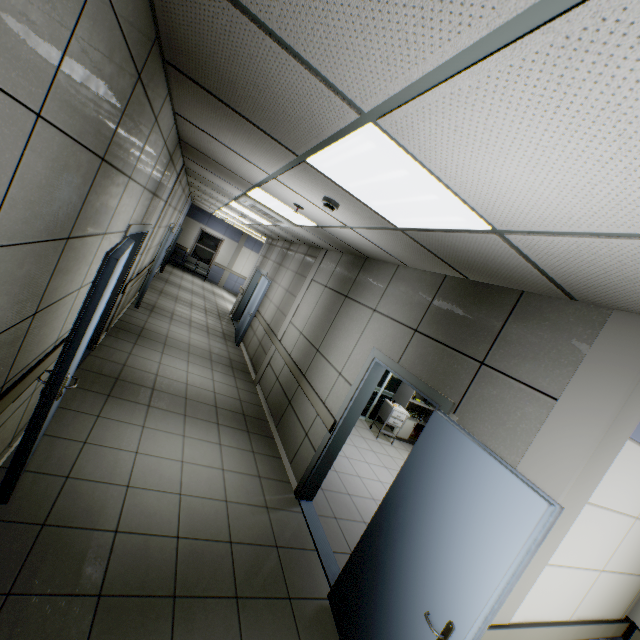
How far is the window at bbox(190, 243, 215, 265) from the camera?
17.00m

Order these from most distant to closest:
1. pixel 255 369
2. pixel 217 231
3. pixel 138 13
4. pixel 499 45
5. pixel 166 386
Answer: pixel 217 231 → pixel 255 369 → pixel 166 386 → pixel 138 13 → pixel 499 45

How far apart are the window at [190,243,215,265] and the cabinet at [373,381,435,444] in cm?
1300

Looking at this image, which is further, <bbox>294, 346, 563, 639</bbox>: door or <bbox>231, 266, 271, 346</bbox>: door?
A: <bbox>231, 266, 271, 346</bbox>: door

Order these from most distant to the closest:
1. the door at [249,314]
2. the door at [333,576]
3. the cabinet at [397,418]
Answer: the door at [249,314], the cabinet at [397,418], the door at [333,576]

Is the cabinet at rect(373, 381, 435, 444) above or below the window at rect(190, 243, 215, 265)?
below

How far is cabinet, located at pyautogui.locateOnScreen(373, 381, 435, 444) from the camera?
7.6 meters

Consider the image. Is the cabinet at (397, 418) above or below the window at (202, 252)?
below
